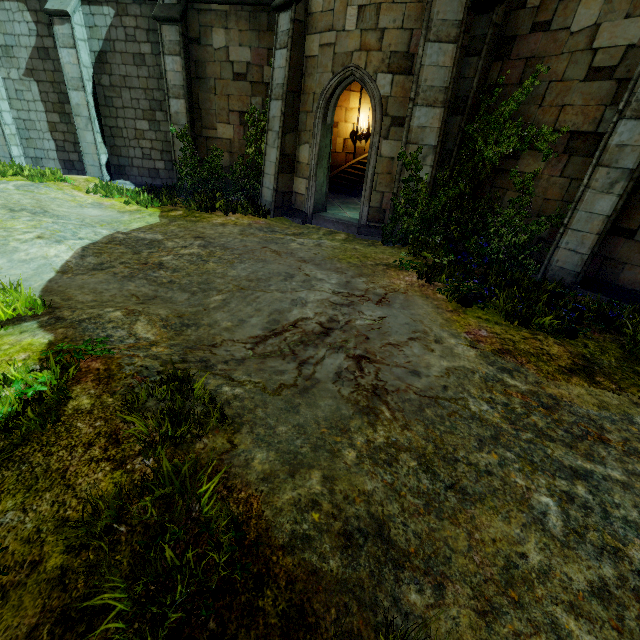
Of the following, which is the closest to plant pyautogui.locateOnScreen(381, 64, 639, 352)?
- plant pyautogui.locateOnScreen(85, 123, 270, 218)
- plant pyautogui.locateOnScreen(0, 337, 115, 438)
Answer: plant pyautogui.locateOnScreen(85, 123, 270, 218)

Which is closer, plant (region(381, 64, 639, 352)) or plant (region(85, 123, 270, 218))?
plant (region(381, 64, 639, 352))

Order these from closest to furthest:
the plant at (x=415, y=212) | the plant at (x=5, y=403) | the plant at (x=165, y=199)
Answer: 1. the plant at (x=5, y=403)
2. the plant at (x=415, y=212)
3. the plant at (x=165, y=199)

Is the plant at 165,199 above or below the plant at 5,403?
below

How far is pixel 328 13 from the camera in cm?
802

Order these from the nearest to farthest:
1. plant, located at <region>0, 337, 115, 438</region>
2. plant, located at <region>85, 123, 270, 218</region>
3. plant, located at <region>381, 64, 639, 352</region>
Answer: plant, located at <region>0, 337, 115, 438</region> → plant, located at <region>381, 64, 639, 352</region> → plant, located at <region>85, 123, 270, 218</region>

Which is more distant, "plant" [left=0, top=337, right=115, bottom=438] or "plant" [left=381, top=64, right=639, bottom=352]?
"plant" [left=381, top=64, right=639, bottom=352]

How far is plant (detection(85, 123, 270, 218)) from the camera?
10.1 meters
